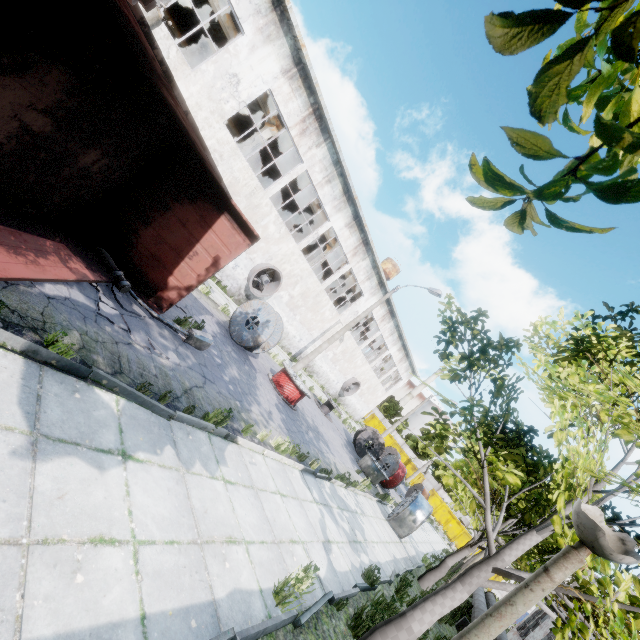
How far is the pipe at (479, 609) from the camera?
11.4m

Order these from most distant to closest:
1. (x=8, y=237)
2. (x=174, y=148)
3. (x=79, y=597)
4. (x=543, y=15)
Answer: (x=174, y=148)
(x=8, y=237)
(x=79, y=597)
(x=543, y=15)

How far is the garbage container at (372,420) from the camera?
52.59m

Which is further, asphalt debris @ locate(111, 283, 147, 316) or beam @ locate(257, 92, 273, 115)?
beam @ locate(257, 92, 273, 115)

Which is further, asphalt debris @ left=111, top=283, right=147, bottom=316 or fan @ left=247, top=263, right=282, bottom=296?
fan @ left=247, top=263, right=282, bottom=296

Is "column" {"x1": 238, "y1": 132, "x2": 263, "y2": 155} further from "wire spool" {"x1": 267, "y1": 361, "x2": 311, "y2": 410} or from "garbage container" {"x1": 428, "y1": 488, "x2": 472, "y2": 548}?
"garbage container" {"x1": 428, "y1": 488, "x2": 472, "y2": 548}

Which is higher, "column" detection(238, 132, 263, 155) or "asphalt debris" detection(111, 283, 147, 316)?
"column" detection(238, 132, 263, 155)

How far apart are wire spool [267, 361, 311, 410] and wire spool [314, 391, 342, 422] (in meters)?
6.27
